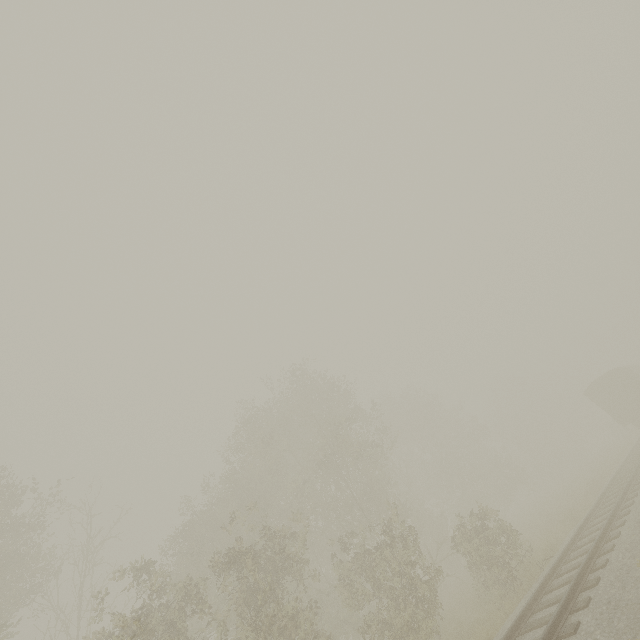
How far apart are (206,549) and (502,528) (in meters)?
15.39
